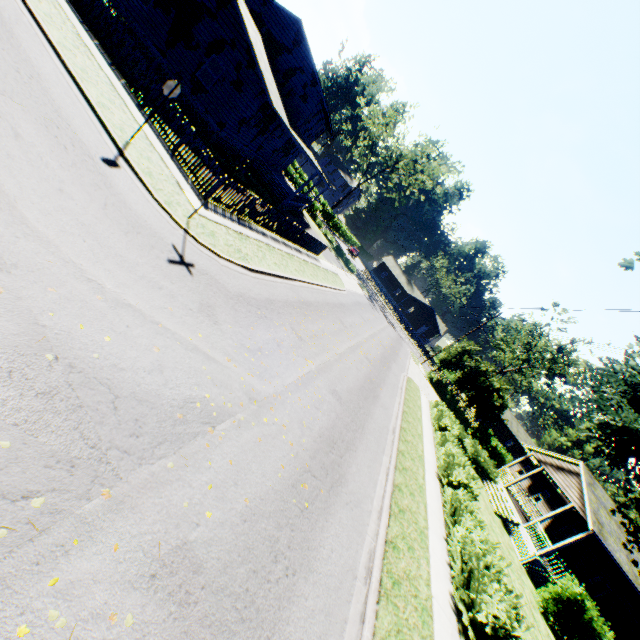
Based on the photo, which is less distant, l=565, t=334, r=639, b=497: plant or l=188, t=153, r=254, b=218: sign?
l=188, t=153, r=254, b=218: sign

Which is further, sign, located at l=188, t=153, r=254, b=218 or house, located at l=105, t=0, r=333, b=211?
house, located at l=105, t=0, r=333, b=211

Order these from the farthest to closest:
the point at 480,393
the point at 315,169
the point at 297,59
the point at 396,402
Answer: the point at 480,393 → the point at 297,59 → the point at 315,169 → the point at 396,402

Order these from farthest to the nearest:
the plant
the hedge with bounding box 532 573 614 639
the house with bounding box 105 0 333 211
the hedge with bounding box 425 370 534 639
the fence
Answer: the house with bounding box 105 0 333 211, the hedge with bounding box 532 573 614 639, the fence, the plant, the hedge with bounding box 425 370 534 639

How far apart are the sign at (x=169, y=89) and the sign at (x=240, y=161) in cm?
254

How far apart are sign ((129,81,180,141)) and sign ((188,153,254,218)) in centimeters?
254cm

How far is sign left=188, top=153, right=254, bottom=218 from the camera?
9.3m

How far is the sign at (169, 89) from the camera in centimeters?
936cm
